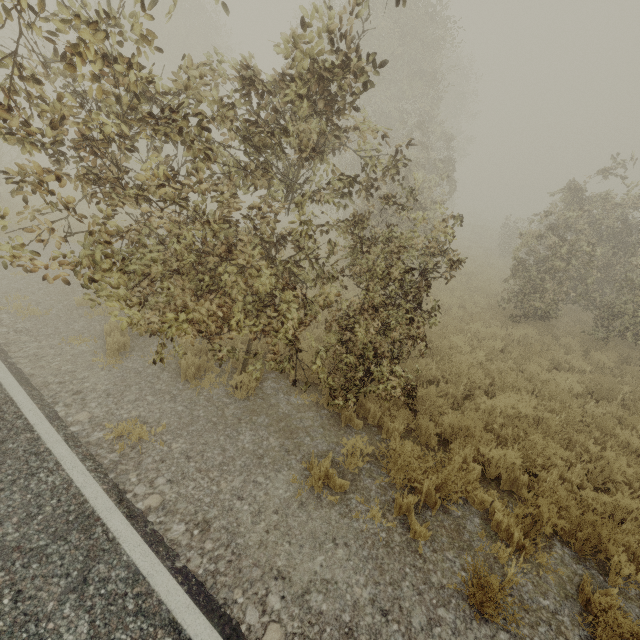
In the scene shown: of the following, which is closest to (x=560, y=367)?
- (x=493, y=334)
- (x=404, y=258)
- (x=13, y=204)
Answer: (x=493, y=334)
